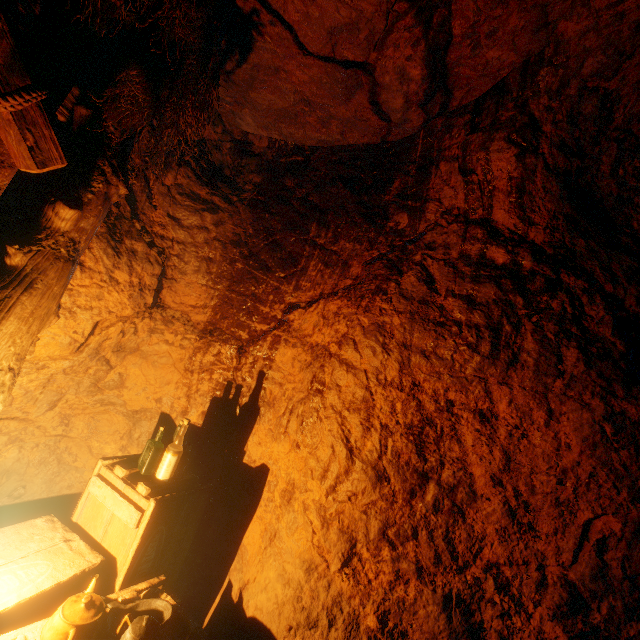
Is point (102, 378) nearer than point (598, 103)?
No

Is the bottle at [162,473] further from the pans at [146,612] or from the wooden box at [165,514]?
the pans at [146,612]

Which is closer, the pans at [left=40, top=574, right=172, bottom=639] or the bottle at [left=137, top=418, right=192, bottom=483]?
the pans at [left=40, top=574, right=172, bottom=639]

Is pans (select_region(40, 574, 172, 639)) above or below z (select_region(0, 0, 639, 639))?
below

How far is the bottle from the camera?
2.4 meters

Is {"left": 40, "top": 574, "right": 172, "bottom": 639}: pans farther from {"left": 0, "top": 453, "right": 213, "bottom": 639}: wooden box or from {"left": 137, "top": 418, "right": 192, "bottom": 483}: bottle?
{"left": 137, "top": 418, "right": 192, "bottom": 483}: bottle

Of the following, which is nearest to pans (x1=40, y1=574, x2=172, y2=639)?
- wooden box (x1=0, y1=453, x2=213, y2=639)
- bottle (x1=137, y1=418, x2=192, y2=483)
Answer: wooden box (x1=0, y1=453, x2=213, y2=639)

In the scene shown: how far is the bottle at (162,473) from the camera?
2.36m
